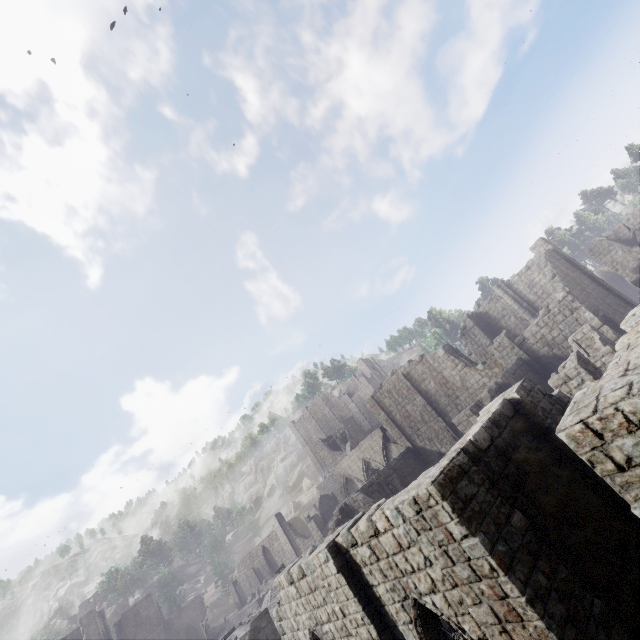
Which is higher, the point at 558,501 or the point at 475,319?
the point at 475,319

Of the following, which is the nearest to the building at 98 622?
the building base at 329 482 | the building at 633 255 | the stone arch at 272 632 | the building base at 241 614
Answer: the building at 633 255

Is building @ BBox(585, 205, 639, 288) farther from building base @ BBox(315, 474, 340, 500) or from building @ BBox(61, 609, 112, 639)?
building @ BBox(61, 609, 112, 639)

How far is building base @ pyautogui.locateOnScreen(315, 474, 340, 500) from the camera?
57.00m

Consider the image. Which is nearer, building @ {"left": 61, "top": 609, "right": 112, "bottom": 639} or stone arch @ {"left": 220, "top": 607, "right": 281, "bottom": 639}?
stone arch @ {"left": 220, "top": 607, "right": 281, "bottom": 639}

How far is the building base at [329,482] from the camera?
57.00m

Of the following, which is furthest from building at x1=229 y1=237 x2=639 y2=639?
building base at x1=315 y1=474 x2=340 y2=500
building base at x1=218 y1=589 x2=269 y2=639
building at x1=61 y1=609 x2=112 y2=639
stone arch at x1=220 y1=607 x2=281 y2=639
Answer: building at x1=61 y1=609 x2=112 y2=639

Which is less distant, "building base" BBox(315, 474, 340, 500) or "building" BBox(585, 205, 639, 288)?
"building" BBox(585, 205, 639, 288)
